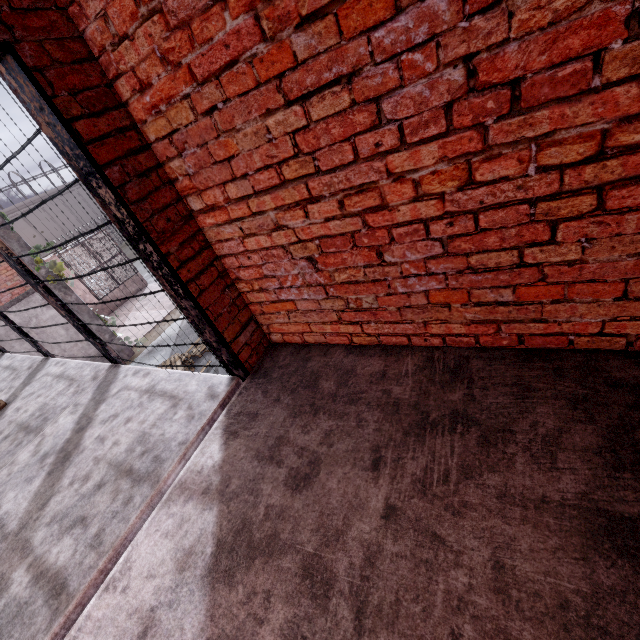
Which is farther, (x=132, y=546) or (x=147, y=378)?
(x=147, y=378)

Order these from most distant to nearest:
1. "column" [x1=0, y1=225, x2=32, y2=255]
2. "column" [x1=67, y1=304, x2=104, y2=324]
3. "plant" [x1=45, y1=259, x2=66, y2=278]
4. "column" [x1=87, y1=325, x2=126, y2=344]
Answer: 1. "column" [x1=87, y1=325, x2=126, y2=344]
2. "column" [x1=67, y1=304, x2=104, y2=324]
3. "plant" [x1=45, y1=259, x2=66, y2=278]
4. "column" [x1=0, y1=225, x2=32, y2=255]

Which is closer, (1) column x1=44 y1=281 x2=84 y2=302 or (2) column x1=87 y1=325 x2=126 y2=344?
(1) column x1=44 y1=281 x2=84 y2=302

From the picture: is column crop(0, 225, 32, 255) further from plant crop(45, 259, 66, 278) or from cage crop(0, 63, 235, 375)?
cage crop(0, 63, 235, 375)

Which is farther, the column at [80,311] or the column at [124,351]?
the column at [124,351]

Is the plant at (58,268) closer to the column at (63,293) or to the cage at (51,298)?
the column at (63,293)
